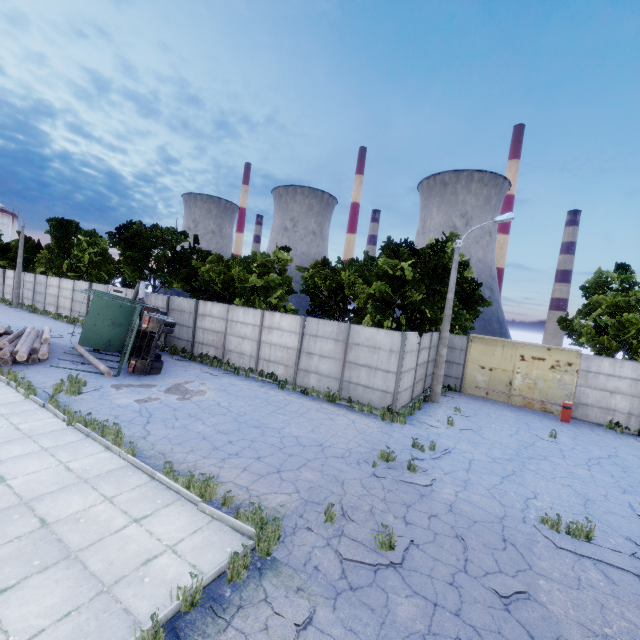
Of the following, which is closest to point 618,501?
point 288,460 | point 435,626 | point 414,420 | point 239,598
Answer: point 414,420

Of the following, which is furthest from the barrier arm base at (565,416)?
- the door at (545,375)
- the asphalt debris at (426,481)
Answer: the asphalt debris at (426,481)

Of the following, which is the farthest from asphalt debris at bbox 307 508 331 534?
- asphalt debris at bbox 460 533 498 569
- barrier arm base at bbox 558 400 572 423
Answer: barrier arm base at bbox 558 400 572 423

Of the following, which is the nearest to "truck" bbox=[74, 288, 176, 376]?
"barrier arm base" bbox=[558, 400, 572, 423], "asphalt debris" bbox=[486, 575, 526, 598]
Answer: "asphalt debris" bbox=[486, 575, 526, 598]

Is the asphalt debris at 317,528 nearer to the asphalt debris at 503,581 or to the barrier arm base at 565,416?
the asphalt debris at 503,581

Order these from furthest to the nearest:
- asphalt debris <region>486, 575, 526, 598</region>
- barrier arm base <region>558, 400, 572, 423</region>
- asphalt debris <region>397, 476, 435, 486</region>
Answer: barrier arm base <region>558, 400, 572, 423</region>
asphalt debris <region>397, 476, 435, 486</region>
asphalt debris <region>486, 575, 526, 598</region>

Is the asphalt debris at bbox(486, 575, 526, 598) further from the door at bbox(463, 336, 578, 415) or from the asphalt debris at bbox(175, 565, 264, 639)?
the door at bbox(463, 336, 578, 415)

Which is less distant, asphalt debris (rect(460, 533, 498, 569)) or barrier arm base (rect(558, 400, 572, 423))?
asphalt debris (rect(460, 533, 498, 569))
